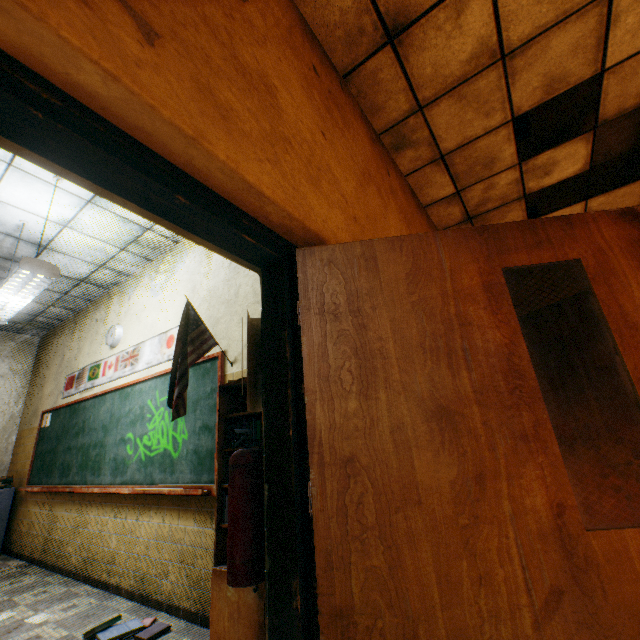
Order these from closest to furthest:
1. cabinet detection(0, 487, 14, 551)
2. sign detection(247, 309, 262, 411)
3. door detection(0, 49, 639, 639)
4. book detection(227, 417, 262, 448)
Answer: door detection(0, 49, 639, 639)
sign detection(247, 309, 262, 411)
book detection(227, 417, 262, 448)
cabinet detection(0, 487, 14, 551)

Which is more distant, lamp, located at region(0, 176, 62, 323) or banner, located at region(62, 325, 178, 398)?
banner, located at region(62, 325, 178, 398)

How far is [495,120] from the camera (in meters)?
3.04

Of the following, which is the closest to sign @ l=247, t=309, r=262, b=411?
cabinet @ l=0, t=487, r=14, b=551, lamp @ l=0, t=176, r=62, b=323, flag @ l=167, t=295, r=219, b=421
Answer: flag @ l=167, t=295, r=219, b=421

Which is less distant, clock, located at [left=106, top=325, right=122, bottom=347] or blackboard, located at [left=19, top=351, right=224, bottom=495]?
blackboard, located at [left=19, top=351, right=224, bottom=495]

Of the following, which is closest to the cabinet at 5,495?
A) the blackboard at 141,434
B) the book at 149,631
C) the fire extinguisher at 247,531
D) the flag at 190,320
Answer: the blackboard at 141,434

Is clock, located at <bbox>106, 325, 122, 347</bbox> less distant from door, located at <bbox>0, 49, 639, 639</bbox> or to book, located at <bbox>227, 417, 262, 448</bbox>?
book, located at <bbox>227, 417, 262, 448</bbox>

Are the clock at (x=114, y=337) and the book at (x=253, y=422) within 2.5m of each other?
no
